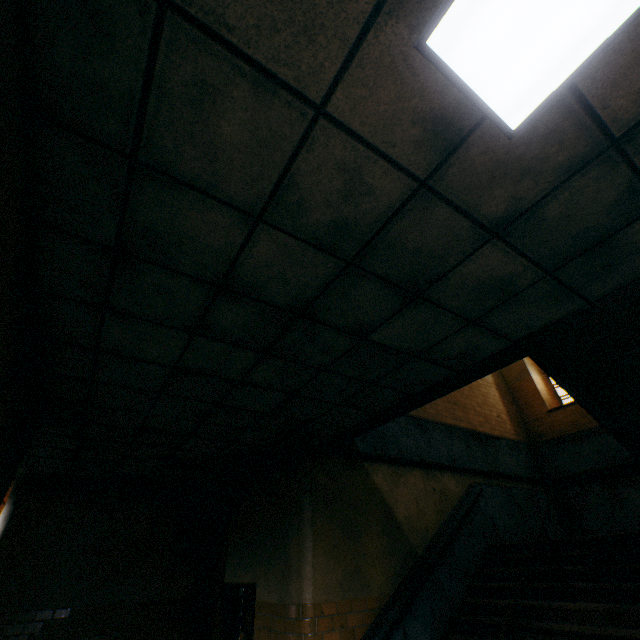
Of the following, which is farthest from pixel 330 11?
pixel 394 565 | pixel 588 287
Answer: pixel 394 565

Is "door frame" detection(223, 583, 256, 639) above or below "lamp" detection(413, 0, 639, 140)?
below

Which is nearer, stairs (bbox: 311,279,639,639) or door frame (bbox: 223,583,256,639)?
stairs (bbox: 311,279,639,639)

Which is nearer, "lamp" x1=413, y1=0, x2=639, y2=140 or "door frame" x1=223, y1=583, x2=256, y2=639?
"lamp" x1=413, y1=0, x2=639, y2=140

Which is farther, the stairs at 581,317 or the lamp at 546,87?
the stairs at 581,317

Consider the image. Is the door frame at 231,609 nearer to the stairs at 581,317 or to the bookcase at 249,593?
the stairs at 581,317

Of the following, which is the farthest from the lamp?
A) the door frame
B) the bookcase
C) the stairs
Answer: the bookcase

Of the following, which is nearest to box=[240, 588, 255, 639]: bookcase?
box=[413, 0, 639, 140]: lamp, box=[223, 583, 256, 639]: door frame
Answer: box=[223, 583, 256, 639]: door frame
